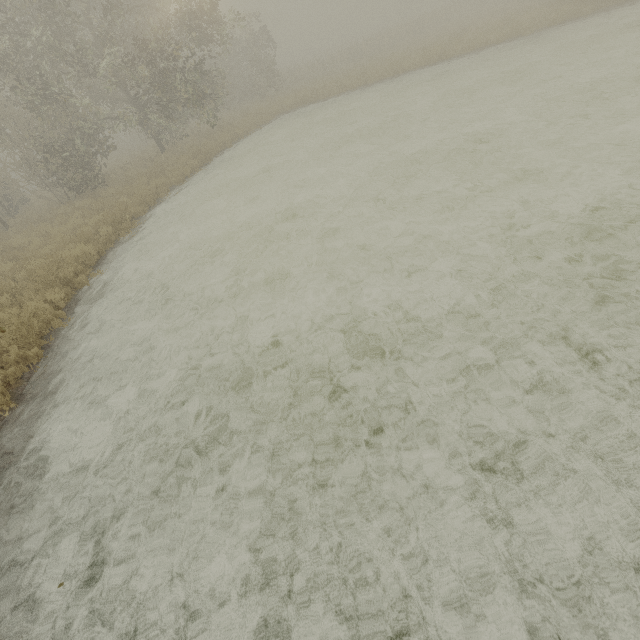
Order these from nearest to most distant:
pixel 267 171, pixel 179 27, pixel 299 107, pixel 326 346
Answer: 1. pixel 326 346
2. pixel 267 171
3. pixel 179 27
4. pixel 299 107
